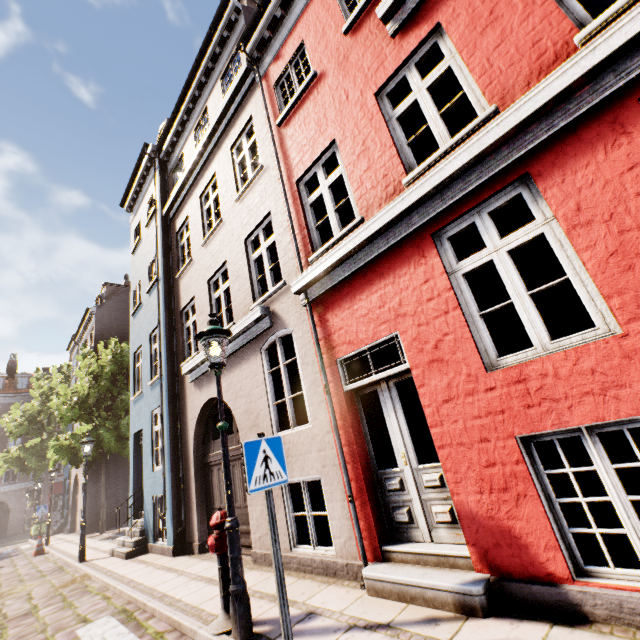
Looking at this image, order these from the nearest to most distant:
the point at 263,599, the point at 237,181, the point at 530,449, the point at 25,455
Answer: the point at 530,449 < the point at 263,599 < the point at 237,181 < the point at 25,455

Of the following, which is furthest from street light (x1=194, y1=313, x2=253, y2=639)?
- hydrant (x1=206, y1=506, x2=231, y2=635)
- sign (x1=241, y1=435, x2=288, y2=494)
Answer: sign (x1=241, y1=435, x2=288, y2=494)

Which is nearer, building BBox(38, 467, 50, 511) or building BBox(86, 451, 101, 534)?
building BBox(86, 451, 101, 534)

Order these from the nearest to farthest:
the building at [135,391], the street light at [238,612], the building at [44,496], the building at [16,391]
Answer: the building at [135,391] → the street light at [238,612] → the building at [44,496] → the building at [16,391]

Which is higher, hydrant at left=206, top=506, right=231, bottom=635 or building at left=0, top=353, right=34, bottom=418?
building at left=0, top=353, right=34, bottom=418

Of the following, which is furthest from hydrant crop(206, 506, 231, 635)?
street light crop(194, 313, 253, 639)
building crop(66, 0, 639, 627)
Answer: building crop(66, 0, 639, 627)

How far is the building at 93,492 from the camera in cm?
1734

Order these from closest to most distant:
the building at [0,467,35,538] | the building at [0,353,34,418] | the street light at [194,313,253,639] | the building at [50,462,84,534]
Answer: the street light at [194,313,253,639]
the building at [50,462,84,534]
the building at [0,467,35,538]
the building at [0,353,34,418]
